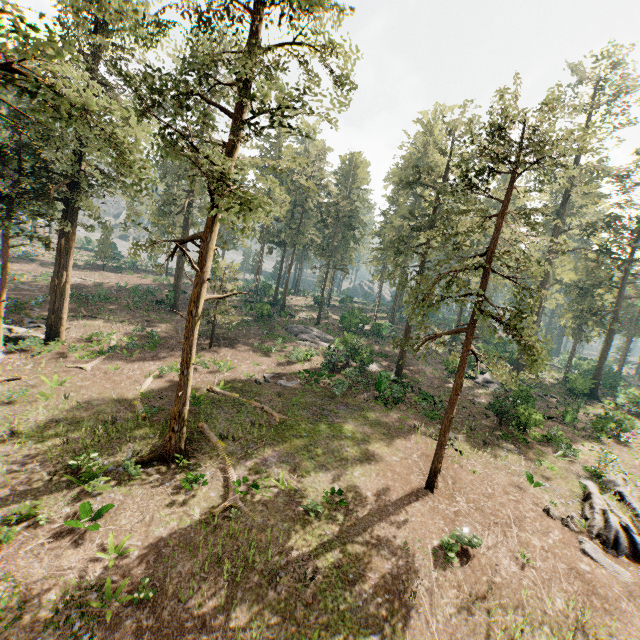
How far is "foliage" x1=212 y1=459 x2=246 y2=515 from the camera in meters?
13.2 m

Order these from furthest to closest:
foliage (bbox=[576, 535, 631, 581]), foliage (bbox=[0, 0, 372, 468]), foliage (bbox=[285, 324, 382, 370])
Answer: foliage (bbox=[285, 324, 382, 370]), foliage (bbox=[576, 535, 631, 581]), foliage (bbox=[0, 0, 372, 468])

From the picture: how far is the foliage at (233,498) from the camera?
13.2 meters

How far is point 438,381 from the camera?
33.31m

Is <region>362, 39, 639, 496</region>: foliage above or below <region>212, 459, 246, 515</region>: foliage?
above

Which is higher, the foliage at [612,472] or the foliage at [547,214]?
the foliage at [547,214]
